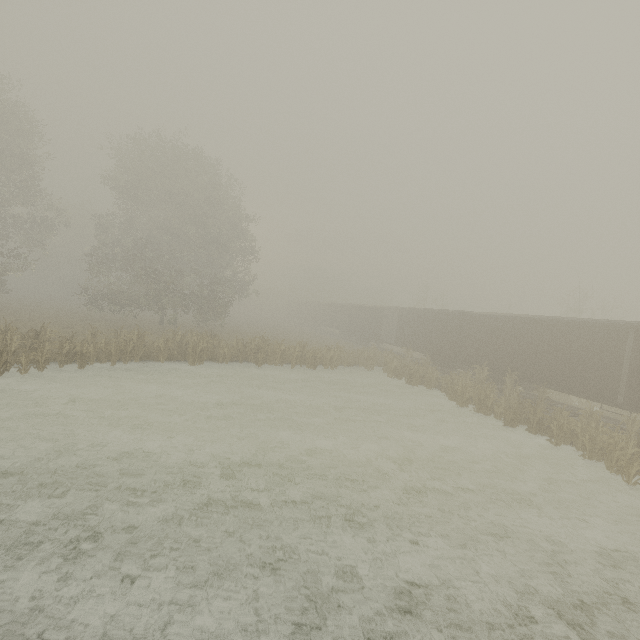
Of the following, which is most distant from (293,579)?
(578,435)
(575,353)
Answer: (575,353)
